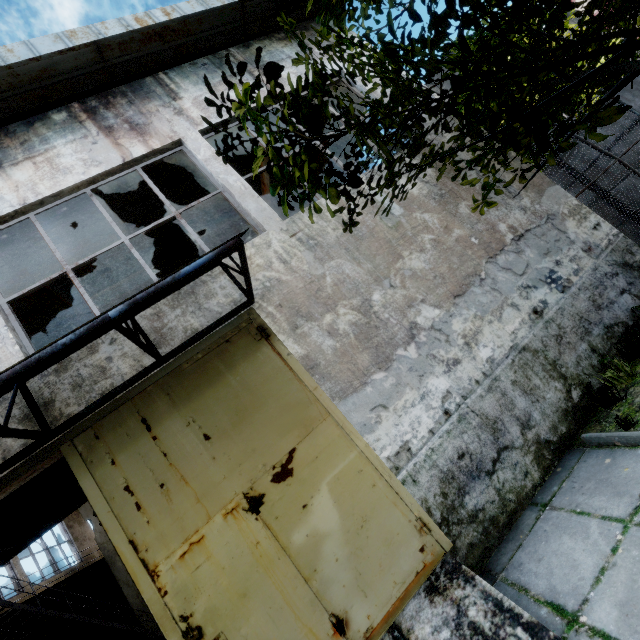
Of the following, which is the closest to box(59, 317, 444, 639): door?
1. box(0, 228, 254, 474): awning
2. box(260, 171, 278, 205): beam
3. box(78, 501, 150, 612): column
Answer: box(0, 228, 254, 474): awning

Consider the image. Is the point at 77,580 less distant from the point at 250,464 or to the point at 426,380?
the point at 250,464

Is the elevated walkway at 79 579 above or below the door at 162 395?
above

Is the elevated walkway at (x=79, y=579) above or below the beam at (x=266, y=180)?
Answer: below

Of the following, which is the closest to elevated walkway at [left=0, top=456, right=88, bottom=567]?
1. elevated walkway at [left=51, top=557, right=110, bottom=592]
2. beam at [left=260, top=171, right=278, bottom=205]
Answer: elevated walkway at [left=51, top=557, right=110, bottom=592]

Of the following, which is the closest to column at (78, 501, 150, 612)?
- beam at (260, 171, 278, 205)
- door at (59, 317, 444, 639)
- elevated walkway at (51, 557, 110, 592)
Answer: elevated walkway at (51, 557, 110, 592)

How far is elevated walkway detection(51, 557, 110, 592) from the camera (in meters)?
11.55

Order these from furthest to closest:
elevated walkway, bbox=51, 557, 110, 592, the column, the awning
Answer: the column
elevated walkway, bbox=51, 557, 110, 592
the awning
